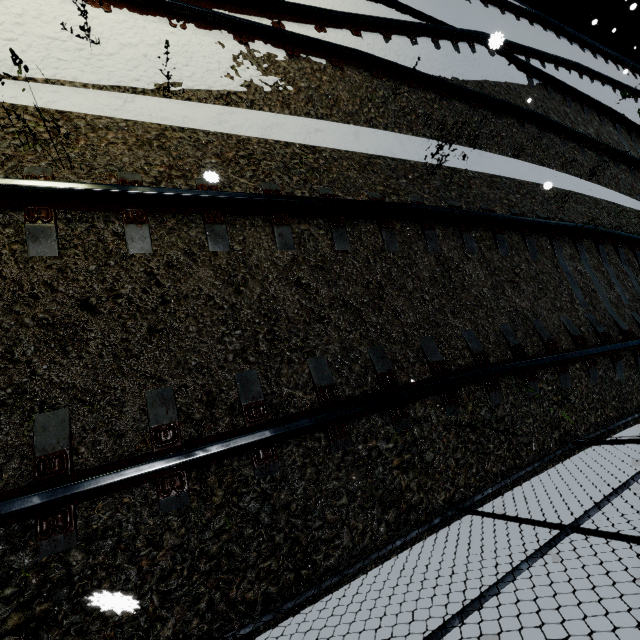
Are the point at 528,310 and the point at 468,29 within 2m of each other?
no
